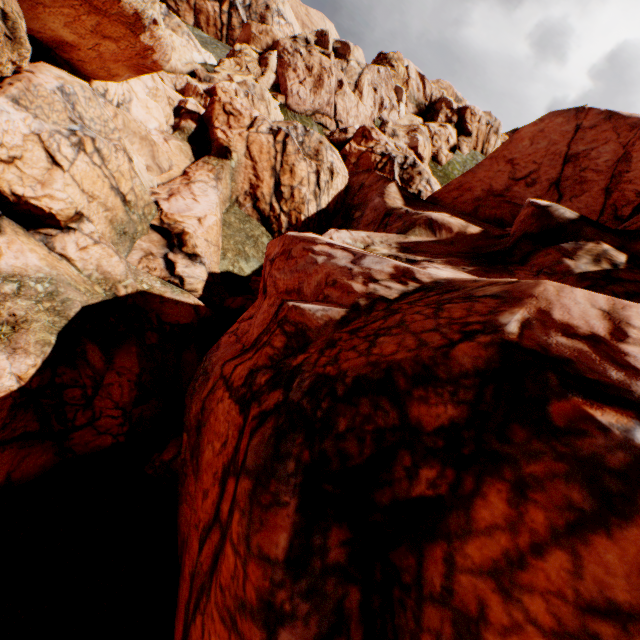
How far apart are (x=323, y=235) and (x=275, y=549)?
14.19m
